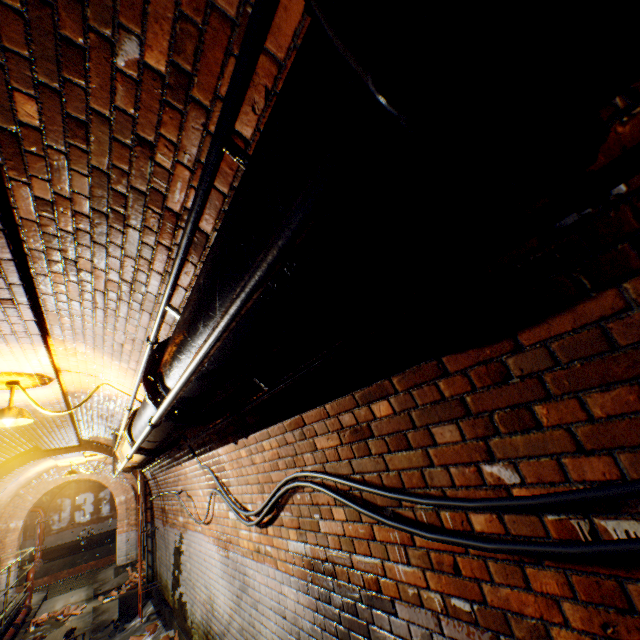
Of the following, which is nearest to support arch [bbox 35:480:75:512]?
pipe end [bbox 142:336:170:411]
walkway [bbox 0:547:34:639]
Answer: walkway [bbox 0:547:34:639]

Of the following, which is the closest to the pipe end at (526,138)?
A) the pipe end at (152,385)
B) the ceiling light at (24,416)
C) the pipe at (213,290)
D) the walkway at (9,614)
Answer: the pipe at (213,290)

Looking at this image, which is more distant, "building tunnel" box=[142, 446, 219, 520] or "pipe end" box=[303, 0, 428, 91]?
"building tunnel" box=[142, 446, 219, 520]

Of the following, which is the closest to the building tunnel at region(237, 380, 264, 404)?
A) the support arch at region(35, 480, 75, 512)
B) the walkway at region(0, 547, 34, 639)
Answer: the walkway at region(0, 547, 34, 639)

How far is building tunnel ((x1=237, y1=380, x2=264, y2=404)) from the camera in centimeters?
260cm

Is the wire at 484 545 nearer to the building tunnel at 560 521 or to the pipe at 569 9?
the building tunnel at 560 521

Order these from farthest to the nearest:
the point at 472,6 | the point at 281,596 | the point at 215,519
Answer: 1. the point at 215,519
2. the point at 281,596
3. the point at 472,6

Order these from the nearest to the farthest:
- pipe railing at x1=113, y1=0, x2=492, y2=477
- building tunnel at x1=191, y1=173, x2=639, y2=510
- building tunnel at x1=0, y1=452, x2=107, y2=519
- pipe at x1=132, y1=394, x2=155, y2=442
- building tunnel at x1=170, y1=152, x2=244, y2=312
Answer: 1. pipe railing at x1=113, y1=0, x2=492, y2=477
2. building tunnel at x1=191, y1=173, x2=639, y2=510
3. building tunnel at x1=170, y1=152, x2=244, y2=312
4. pipe at x1=132, y1=394, x2=155, y2=442
5. building tunnel at x1=0, y1=452, x2=107, y2=519
